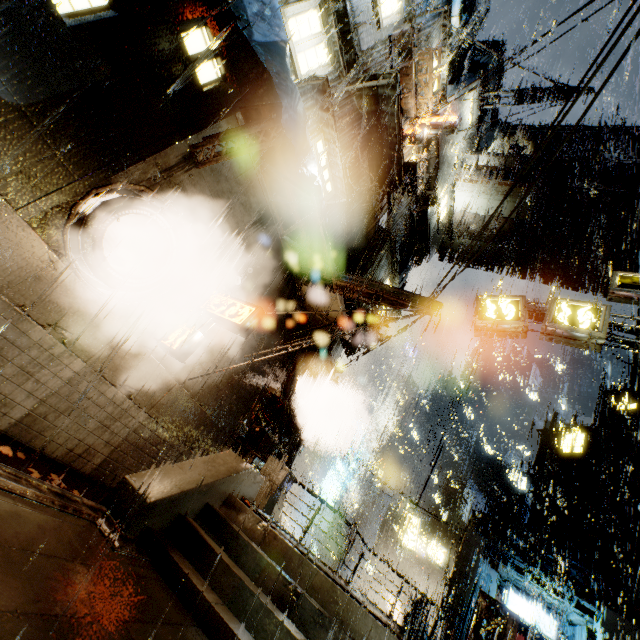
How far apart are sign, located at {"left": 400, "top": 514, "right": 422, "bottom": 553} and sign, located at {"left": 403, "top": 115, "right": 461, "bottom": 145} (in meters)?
25.02

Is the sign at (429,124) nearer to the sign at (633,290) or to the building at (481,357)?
the building at (481,357)

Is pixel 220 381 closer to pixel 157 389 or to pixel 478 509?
pixel 157 389

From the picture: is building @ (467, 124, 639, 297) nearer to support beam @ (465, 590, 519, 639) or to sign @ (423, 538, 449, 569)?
support beam @ (465, 590, 519, 639)

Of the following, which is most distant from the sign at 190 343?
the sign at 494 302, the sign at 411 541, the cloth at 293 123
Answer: the sign at 411 541

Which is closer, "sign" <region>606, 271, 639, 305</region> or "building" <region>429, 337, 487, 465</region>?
"sign" <region>606, 271, 639, 305</region>

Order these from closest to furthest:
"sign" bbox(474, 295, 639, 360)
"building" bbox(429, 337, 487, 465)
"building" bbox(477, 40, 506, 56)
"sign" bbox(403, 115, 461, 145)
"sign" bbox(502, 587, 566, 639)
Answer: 1. "sign" bbox(474, 295, 639, 360)
2. "sign" bbox(403, 115, 461, 145)
3. "sign" bbox(502, 587, 566, 639)
4. "building" bbox(477, 40, 506, 56)
5. "building" bbox(429, 337, 487, 465)
